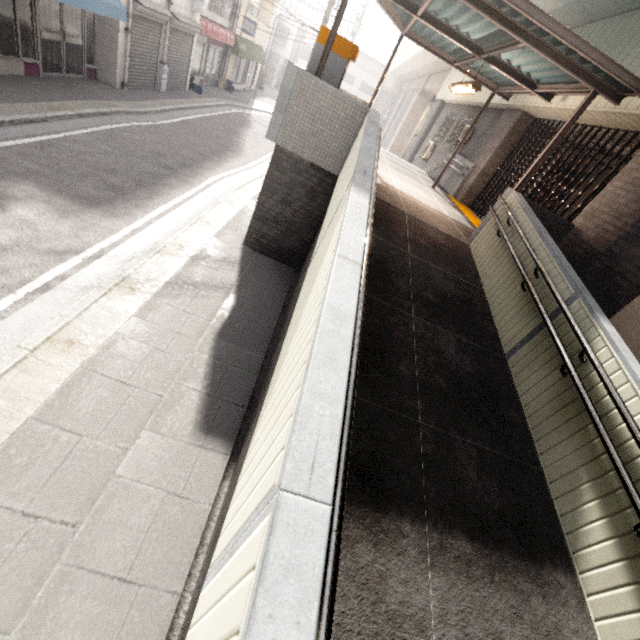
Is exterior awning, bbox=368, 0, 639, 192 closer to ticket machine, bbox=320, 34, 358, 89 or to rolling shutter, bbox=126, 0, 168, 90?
ticket machine, bbox=320, 34, 358, 89

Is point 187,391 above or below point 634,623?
below

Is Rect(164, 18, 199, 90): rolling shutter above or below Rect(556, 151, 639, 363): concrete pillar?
below

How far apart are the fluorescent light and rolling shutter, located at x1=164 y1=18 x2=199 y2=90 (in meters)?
11.58

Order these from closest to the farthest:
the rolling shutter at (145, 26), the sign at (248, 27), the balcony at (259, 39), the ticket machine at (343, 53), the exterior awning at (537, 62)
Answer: the exterior awning at (537, 62), the ticket machine at (343, 53), the rolling shutter at (145, 26), the sign at (248, 27), the balcony at (259, 39)

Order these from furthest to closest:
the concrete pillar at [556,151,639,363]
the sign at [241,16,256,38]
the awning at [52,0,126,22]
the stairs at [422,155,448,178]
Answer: the sign at [241,16,256,38] → the stairs at [422,155,448,178] → the awning at [52,0,126,22] → the concrete pillar at [556,151,639,363]

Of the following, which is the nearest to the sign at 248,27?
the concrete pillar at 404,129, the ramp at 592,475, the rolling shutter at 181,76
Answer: the rolling shutter at 181,76

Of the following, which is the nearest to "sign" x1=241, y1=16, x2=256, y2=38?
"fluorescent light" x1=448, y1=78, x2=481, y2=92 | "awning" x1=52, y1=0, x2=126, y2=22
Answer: "awning" x1=52, y1=0, x2=126, y2=22
